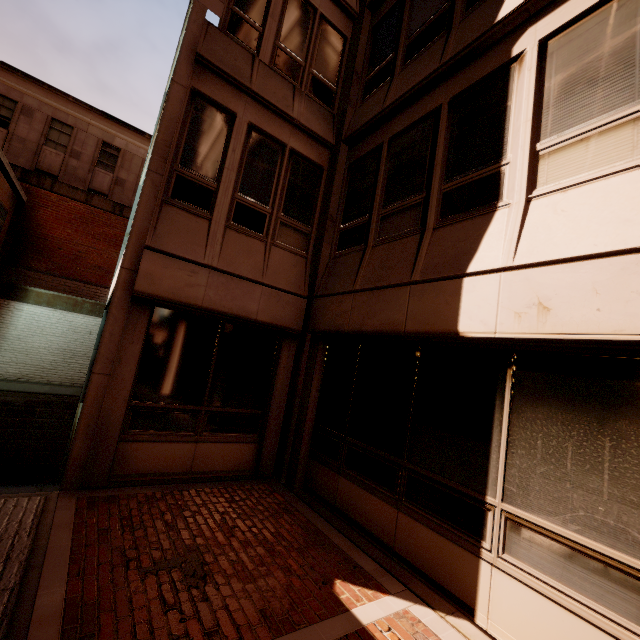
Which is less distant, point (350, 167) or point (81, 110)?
point (350, 167)
